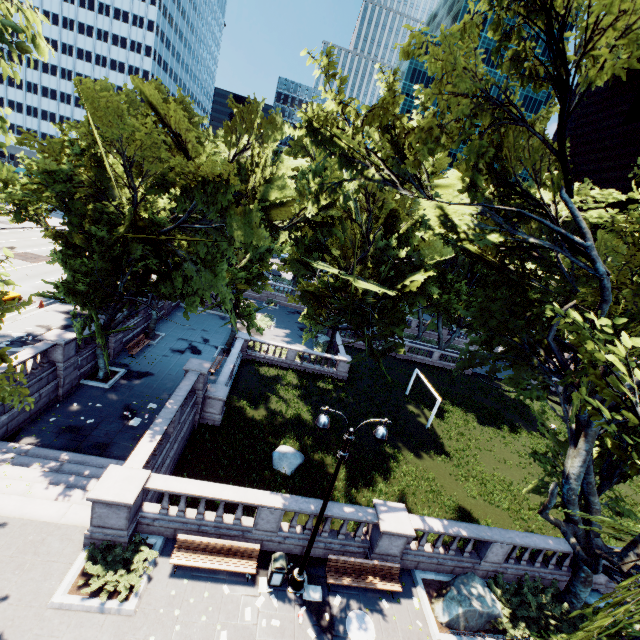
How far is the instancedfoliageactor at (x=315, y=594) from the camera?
11.48m

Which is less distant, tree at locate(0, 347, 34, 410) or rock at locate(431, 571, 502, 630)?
tree at locate(0, 347, 34, 410)

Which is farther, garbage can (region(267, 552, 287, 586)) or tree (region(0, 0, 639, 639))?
garbage can (region(267, 552, 287, 586))

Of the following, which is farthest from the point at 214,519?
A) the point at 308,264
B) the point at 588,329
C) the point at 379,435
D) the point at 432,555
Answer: the point at 308,264

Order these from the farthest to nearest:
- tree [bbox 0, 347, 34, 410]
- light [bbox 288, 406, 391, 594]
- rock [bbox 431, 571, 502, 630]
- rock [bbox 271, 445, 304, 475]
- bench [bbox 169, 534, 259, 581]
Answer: rock [bbox 271, 445, 304, 475] → rock [bbox 431, 571, 502, 630] → bench [bbox 169, 534, 259, 581] → light [bbox 288, 406, 391, 594] → tree [bbox 0, 347, 34, 410]

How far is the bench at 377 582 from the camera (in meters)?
11.96

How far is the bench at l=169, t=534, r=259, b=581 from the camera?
11.1 meters

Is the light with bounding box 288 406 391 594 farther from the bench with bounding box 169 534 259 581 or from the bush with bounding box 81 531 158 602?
the bush with bounding box 81 531 158 602
